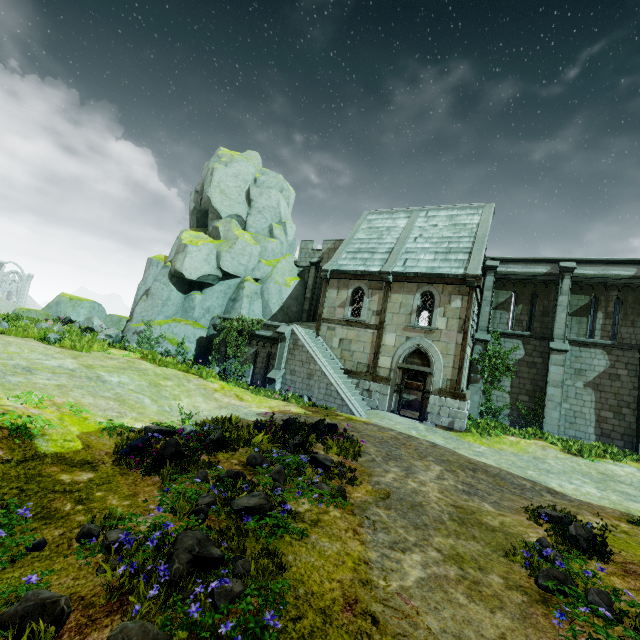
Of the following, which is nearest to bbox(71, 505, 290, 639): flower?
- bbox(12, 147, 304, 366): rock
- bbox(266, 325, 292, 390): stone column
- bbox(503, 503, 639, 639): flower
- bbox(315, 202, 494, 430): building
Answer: bbox(503, 503, 639, 639): flower

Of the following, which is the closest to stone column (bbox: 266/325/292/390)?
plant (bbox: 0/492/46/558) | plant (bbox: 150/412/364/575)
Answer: plant (bbox: 150/412/364/575)

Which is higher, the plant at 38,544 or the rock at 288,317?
the rock at 288,317

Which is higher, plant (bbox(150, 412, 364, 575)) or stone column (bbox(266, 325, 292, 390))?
stone column (bbox(266, 325, 292, 390))

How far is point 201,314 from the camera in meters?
22.4 m

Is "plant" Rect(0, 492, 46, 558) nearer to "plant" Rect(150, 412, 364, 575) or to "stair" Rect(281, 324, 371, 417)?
"plant" Rect(150, 412, 364, 575)

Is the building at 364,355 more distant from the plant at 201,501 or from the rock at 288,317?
the plant at 201,501

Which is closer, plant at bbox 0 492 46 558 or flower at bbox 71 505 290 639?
flower at bbox 71 505 290 639
